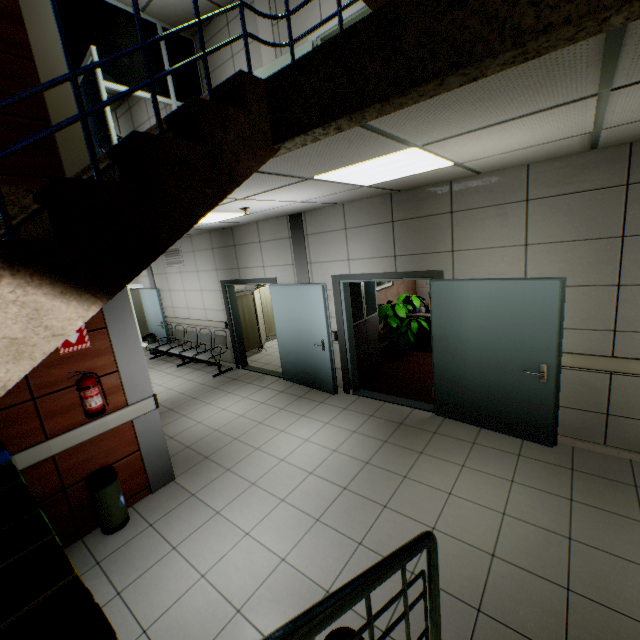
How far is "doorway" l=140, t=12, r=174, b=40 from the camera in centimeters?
540cm

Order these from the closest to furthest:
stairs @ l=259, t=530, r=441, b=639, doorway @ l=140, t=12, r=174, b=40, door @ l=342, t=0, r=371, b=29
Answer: stairs @ l=259, t=530, r=441, b=639 → door @ l=342, t=0, r=371, b=29 → doorway @ l=140, t=12, r=174, b=40

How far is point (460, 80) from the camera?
1.1m

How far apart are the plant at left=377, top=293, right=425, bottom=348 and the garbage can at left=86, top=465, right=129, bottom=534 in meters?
5.3

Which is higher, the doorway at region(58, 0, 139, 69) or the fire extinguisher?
the doorway at region(58, 0, 139, 69)

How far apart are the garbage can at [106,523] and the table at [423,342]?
6.2m

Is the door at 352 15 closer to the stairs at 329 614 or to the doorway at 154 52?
the doorway at 154 52

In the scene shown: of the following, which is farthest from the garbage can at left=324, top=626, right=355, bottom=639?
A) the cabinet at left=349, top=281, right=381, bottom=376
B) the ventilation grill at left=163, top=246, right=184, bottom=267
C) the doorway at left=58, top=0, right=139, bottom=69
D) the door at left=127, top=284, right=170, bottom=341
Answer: the door at left=127, top=284, right=170, bottom=341
